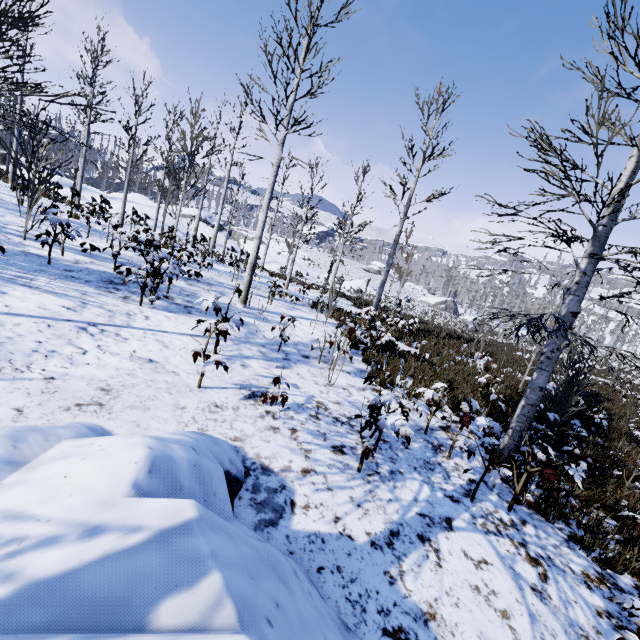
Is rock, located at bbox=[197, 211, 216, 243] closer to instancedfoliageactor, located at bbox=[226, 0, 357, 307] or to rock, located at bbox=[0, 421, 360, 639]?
instancedfoliageactor, located at bbox=[226, 0, 357, 307]

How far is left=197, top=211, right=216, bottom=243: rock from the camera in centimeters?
2895cm

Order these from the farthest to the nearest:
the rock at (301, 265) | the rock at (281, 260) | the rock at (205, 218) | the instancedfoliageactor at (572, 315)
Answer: the rock at (301, 265), the rock at (281, 260), the rock at (205, 218), the instancedfoliageactor at (572, 315)

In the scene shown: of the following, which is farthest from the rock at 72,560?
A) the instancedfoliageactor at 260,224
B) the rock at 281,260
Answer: the rock at 281,260

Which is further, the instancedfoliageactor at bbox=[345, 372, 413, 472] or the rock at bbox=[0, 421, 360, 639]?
the instancedfoliageactor at bbox=[345, 372, 413, 472]

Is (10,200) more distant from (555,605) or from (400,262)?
(400,262)

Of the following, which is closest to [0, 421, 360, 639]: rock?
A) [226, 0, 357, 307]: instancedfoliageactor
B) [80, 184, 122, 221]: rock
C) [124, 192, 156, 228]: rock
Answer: [226, 0, 357, 307]: instancedfoliageactor

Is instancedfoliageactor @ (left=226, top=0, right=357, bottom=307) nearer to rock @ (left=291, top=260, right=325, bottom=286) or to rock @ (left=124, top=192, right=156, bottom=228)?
rock @ (left=291, top=260, right=325, bottom=286)
